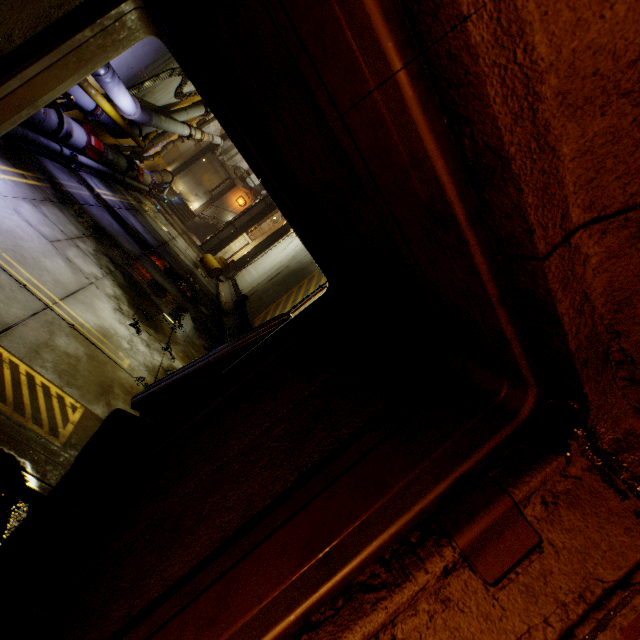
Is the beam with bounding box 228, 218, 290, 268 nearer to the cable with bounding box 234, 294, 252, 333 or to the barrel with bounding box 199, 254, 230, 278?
the cable with bounding box 234, 294, 252, 333

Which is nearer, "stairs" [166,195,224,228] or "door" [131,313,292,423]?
"door" [131,313,292,423]

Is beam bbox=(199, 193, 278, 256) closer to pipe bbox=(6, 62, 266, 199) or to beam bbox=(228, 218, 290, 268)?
pipe bbox=(6, 62, 266, 199)

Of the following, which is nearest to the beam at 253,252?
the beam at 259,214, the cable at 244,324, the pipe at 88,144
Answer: the pipe at 88,144

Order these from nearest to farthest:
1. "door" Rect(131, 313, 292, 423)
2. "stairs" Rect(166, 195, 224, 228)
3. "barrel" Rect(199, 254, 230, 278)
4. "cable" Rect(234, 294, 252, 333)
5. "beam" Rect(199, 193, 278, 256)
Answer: "door" Rect(131, 313, 292, 423) → "cable" Rect(234, 294, 252, 333) → "barrel" Rect(199, 254, 230, 278) → "beam" Rect(199, 193, 278, 256) → "stairs" Rect(166, 195, 224, 228)

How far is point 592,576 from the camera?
0.8m

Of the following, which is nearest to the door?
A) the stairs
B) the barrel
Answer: the barrel

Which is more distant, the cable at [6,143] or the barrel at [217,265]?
the barrel at [217,265]
